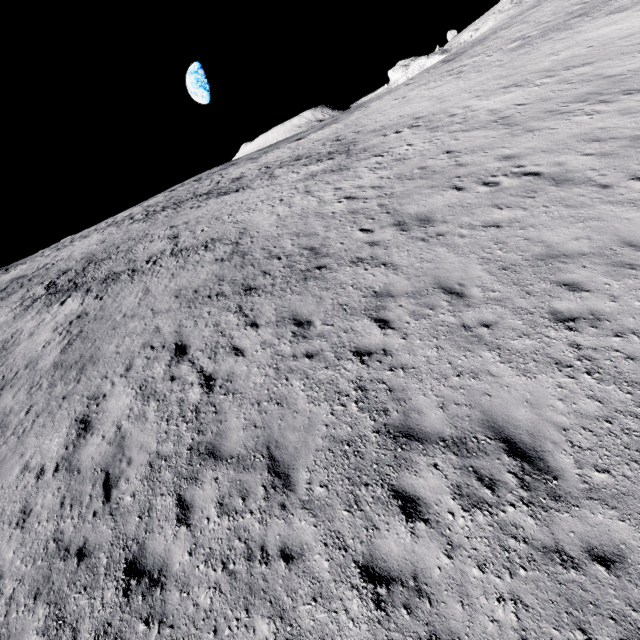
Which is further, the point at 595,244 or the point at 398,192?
the point at 398,192
